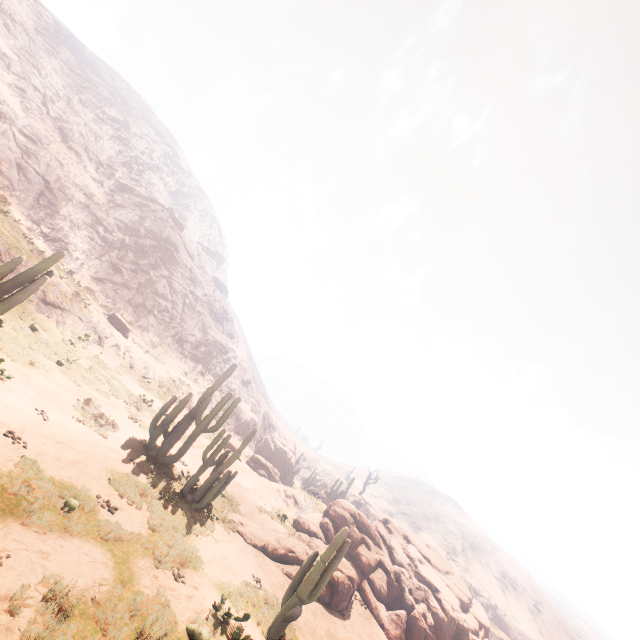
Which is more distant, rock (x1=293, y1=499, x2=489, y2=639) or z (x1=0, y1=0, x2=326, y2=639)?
rock (x1=293, y1=499, x2=489, y2=639)

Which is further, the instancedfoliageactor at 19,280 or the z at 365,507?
the z at 365,507

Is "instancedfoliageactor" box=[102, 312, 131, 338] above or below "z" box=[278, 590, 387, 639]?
above

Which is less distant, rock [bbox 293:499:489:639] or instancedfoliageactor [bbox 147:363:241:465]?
instancedfoliageactor [bbox 147:363:241:465]

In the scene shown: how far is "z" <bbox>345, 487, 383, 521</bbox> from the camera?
54.78m

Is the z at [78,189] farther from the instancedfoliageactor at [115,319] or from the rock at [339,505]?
the rock at [339,505]

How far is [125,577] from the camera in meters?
7.0 m

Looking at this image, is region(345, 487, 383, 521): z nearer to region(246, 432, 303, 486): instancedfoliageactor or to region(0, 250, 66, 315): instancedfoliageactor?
region(246, 432, 303, 486): instancedfoliageactor
